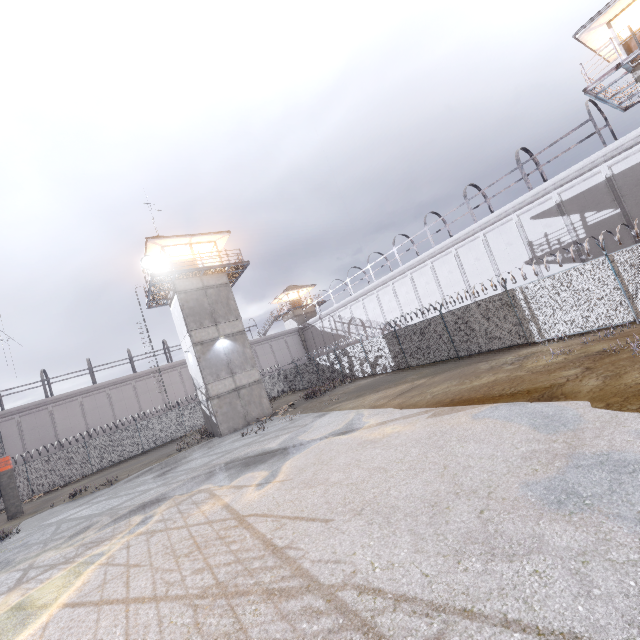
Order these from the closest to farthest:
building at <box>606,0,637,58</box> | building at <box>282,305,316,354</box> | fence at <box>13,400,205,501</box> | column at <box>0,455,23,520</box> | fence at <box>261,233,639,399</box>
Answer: fence at <box>261,233,639,399</box>, building at <box>606,0,637,58</box>, column at <box>0,455,23,520</box>, fence at <box>13,400,205,501</box>, building at <box>282,305,316,354</box>

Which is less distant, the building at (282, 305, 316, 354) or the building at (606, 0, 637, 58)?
the building at (606, 0, 637, 58)

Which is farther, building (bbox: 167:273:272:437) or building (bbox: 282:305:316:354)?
building (bbox: 282:305:316:354)

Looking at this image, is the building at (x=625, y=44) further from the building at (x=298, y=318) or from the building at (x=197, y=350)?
the building at (x=298, y=318)

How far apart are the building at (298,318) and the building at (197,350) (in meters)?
23.62

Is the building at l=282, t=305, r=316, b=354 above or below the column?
above

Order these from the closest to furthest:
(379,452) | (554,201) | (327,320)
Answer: (379,452)
(554,201)
(327,320)

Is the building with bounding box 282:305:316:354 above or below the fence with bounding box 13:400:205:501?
above
